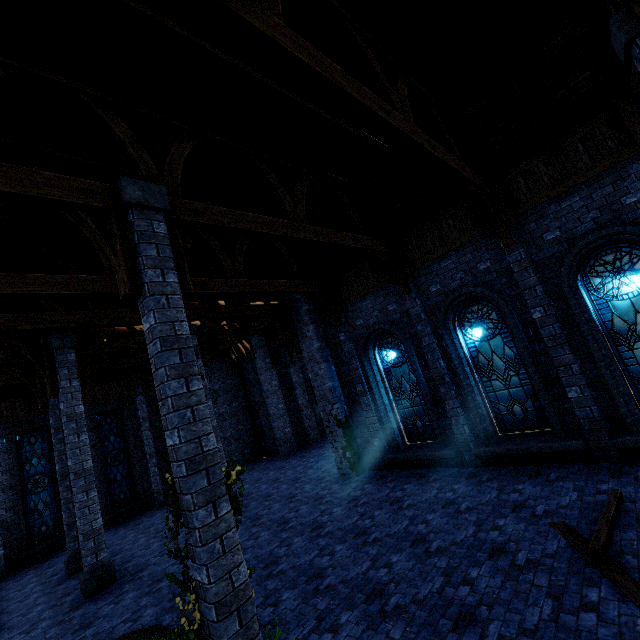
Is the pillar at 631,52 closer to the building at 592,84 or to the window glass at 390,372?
the building at 592,84

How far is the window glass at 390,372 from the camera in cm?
1041

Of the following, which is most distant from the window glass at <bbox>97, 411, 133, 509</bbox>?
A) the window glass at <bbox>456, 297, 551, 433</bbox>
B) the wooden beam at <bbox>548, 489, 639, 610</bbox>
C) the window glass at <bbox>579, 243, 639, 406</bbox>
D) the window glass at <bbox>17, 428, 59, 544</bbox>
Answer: the window glass at <bbox>579, 243, 639, 406</bbox>

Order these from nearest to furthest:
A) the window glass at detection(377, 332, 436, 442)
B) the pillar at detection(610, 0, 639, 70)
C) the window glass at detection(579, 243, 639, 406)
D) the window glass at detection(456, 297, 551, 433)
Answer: the pillar at detection(610, 0, 639, 70), the window glass at detection(579, 243, 639, 406), the window glass at detection(456, 297, 551, 433), the window glass at detection(377, 332, 436, 442)

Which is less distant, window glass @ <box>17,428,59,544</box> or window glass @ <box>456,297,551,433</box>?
window glass @ <box>456,297,551,433</box>

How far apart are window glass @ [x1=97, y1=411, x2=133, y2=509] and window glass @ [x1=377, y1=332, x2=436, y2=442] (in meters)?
14.49

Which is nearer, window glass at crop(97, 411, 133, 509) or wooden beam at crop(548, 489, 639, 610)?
wooden beam at crop(548, 489, 639, 610)

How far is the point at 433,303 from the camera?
9.5 meters
